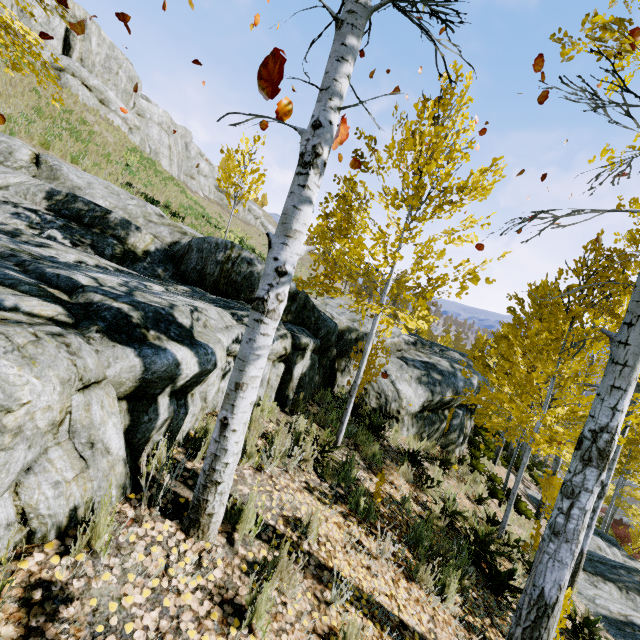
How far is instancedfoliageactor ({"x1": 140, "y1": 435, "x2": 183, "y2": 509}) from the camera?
2.5 meters

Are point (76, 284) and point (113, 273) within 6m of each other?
yes

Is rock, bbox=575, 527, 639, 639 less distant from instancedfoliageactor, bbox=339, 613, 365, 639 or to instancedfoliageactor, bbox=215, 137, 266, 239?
instancedfoliageactor, bbox=215, 137, 266, 239

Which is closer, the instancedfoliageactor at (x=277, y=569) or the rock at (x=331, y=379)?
the instancedfoliageactor at (x=277, y=569)

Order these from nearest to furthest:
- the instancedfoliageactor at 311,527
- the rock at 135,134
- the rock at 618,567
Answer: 1. the instancedfoliageactor at 311,527
2. the rock at 618,567
3. the rock at 135,134

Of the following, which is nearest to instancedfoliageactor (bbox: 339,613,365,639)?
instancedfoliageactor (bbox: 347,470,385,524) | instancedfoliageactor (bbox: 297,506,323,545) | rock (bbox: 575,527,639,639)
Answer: instancedfoliageactor (bbox: 297,506,323,545)

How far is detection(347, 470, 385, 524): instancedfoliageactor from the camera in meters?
4.3

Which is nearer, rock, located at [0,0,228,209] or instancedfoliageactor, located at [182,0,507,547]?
instancedfoliageactor, located at [182,0,507,547]
